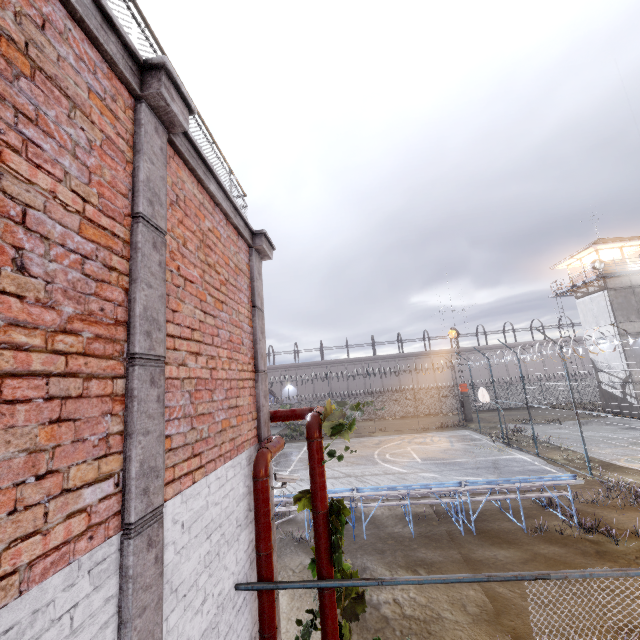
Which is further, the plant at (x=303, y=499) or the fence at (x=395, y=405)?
the fence at (x=395, y=405)

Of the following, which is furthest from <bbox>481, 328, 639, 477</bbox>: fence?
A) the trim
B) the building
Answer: the building

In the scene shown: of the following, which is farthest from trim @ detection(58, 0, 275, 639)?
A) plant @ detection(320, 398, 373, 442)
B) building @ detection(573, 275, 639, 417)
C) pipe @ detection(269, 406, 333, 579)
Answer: building @ detection(573, 275, 639, 417)

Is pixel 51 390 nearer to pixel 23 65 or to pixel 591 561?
pixel 23 65

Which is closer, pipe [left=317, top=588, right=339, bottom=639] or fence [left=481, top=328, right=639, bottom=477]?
pipe [left=317, top=588, right=339, bottom=639]

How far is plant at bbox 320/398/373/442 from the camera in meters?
3.7

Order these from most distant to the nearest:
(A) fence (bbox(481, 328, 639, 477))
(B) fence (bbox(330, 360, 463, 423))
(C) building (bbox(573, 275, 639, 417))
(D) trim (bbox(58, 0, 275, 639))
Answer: (B) fence (bbox(330, 360, 463, 423)) < (C) building (bbox(573, 275, 639, 417)) < (A) fence (bbox(481, 328, 639, 477)) < (D) trim (bbox(58, 0, 275, 639))

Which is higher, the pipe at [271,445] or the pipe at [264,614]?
the pipe at [271,445]
